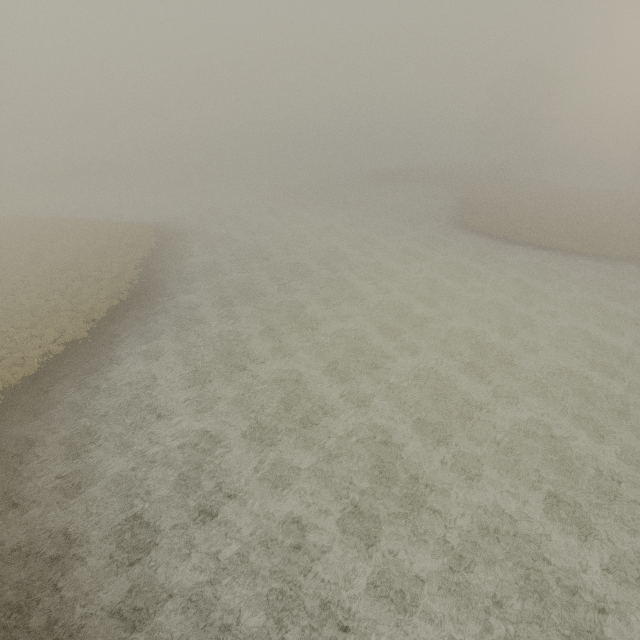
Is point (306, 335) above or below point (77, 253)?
below
